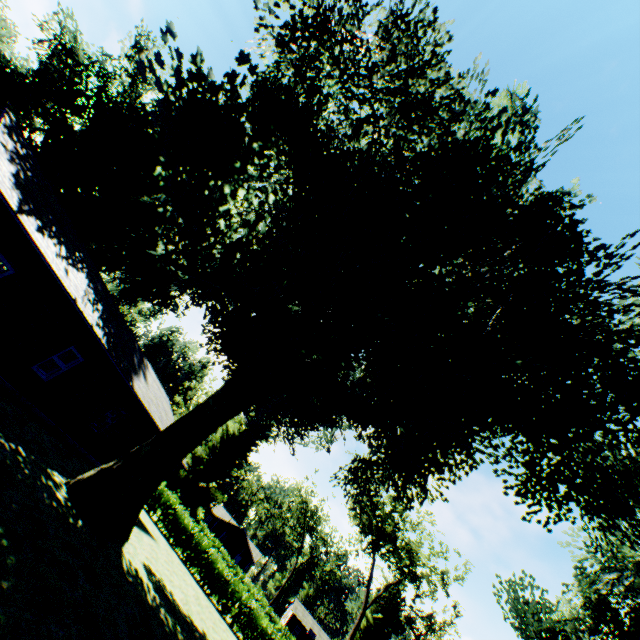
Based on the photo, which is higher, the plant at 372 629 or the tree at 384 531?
the tree at 384 531

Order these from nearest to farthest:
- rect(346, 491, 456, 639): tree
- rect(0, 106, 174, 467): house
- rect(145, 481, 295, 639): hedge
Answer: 1. rect(0, 106, 174, 467): house
2. rect(145, 481, 295, 639): hedge
3. rect(346, 491, 456, 639): tree

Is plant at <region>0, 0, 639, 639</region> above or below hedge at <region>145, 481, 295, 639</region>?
above

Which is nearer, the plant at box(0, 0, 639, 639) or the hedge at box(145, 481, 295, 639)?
the plant at box(0, 0, 639, 639)

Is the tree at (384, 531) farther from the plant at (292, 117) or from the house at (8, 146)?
the house at (8, 146)

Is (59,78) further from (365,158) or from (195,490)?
(195,490)

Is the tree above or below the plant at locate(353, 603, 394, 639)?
above

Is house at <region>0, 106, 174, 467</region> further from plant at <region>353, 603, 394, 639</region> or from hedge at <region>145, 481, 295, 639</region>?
plant at <region>353, 603, 394, 639</region>
